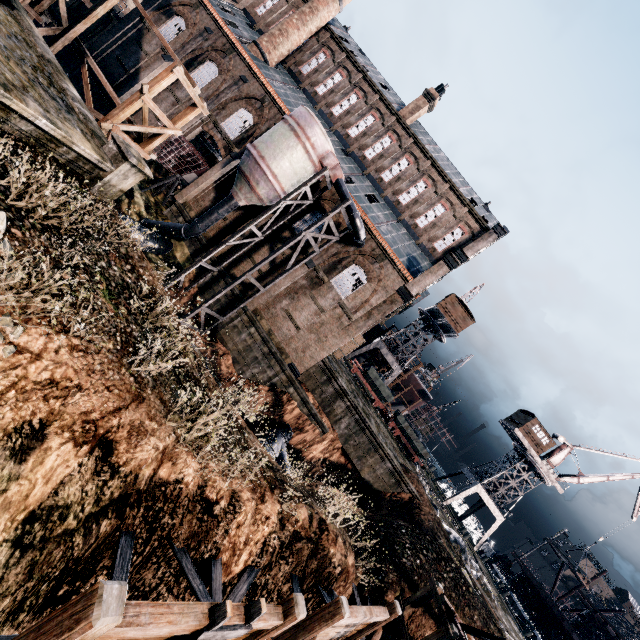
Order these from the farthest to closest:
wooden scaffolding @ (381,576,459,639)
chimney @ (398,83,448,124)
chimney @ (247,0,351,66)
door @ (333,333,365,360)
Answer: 1. door @ (333,333,365,360)
2. chimney @ (398,83,448,124)
3. chimney @ (247,0,351,66)
4. wooden scaffolding @ (381,576,459,639)

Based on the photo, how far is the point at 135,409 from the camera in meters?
8.1 m

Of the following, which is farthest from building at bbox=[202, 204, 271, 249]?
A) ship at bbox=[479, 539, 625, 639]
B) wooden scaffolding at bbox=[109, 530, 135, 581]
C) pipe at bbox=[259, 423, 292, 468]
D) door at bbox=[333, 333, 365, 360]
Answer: ship at bbox=[479, 539, 625, 639]

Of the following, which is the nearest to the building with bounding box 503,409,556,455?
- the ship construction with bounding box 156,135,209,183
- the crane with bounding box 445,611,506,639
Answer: the crane with bounding box 445,611,506,639

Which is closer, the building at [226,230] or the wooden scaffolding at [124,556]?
the wooden scaffolding at [124,556]

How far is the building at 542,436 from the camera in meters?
43.8

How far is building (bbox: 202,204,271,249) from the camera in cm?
2844
